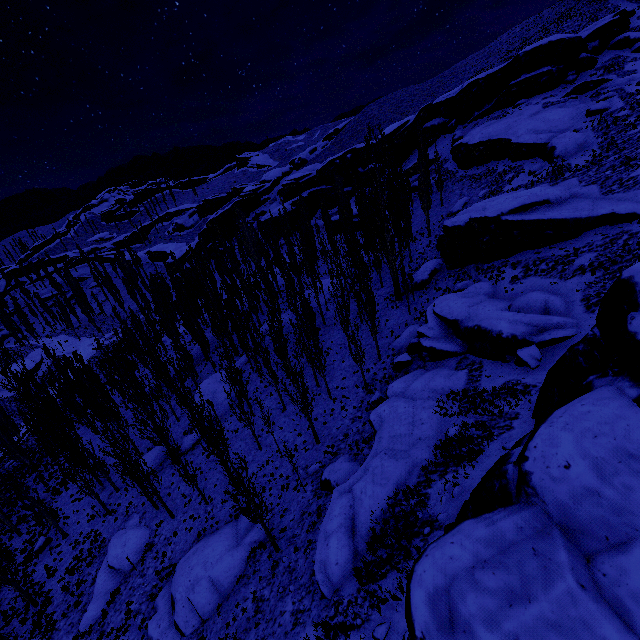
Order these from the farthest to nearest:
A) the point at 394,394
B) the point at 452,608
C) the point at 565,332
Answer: the point at 394,394 < the point at 565,332 < the point at 452,608

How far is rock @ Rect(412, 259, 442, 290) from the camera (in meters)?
34.98

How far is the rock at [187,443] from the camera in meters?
29.9 m

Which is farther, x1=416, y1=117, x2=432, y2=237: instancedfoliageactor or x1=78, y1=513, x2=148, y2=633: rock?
x1=416, y1=117, x2=432, y2=237: instancedfoliageactor

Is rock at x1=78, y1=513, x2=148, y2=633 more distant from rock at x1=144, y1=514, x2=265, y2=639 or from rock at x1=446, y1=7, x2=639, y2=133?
rock at x1=446, y1=7, x2=639, y2=133

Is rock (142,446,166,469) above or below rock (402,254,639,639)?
below

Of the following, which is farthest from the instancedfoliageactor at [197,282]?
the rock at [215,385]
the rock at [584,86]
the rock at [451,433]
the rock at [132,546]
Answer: the rock at [584,86]

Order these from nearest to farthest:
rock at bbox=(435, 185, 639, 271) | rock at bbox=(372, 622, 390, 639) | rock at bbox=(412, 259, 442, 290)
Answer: rock at bbox=(372, 622, 390, 639)
rock at bbox=(435, 185, 639, 271)
rock at bbox=(412, 259, 442, 290)
